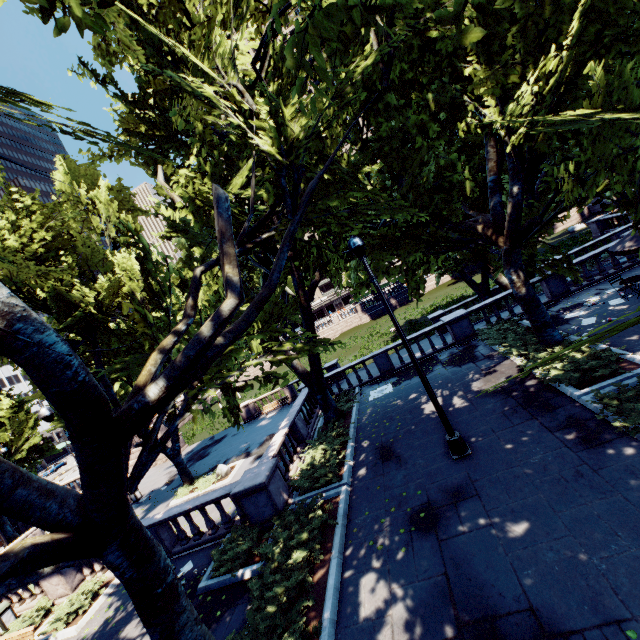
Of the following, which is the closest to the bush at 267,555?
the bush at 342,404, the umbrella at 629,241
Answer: the bush at 342,404

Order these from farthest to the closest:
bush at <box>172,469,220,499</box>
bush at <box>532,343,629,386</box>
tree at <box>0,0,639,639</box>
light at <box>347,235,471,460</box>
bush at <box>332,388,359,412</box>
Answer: bush at <box>172,469,220,499</box> < bush at <box>332,388,359,412</box> < bush at <box>532,343,629,386</box> < light at <box>347,235,471,460</box> < tree at <box>0,0,639,639</box>

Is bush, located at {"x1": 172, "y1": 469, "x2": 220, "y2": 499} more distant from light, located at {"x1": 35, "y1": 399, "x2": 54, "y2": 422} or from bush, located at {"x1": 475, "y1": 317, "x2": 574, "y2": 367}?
bush, located at {"x1": 475, "y1": 317, "x2": 574, "y2": 367}

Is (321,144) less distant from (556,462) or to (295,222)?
(295,222)

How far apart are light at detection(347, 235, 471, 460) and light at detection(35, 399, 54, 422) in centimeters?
967cm

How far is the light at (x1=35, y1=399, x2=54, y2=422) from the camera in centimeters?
1091cm

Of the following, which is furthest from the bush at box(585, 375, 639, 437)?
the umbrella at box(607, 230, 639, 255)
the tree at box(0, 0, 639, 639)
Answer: the umbrella at box(607, 230, 639, 255)

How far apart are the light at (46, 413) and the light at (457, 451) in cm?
967
